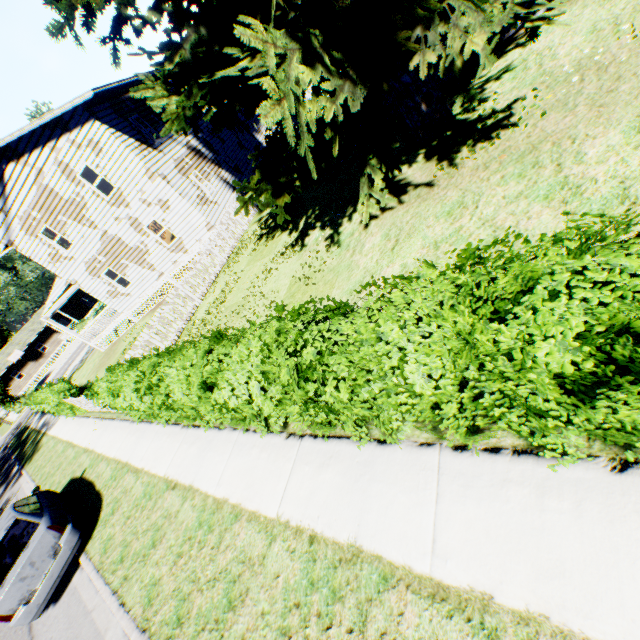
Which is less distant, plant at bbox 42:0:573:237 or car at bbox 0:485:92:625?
plant at bbox 42:0:573:237

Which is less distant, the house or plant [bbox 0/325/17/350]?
the house

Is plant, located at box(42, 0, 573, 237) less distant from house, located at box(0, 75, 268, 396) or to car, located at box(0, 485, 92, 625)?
house, located at box(0, 75, 268, 396)

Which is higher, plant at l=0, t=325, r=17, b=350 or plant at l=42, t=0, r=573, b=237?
plant at l=0, t=325, r=17, b=350

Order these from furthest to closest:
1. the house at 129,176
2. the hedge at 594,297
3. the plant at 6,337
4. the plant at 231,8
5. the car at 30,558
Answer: the plant at 6,337 < the house at 129,176 < the car at 30,558 < the plant at 231,8 < the hedge at 594,297

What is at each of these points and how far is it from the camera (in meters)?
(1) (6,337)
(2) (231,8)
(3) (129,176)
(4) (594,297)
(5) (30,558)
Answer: (1) plant, 57.69
(2) plant, 5.84
(3) house, 15.48
(4) hedge, 1.75
(5) car, 6.72

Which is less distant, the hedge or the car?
the hedge

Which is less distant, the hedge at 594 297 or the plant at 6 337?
the hedge at 594 297
